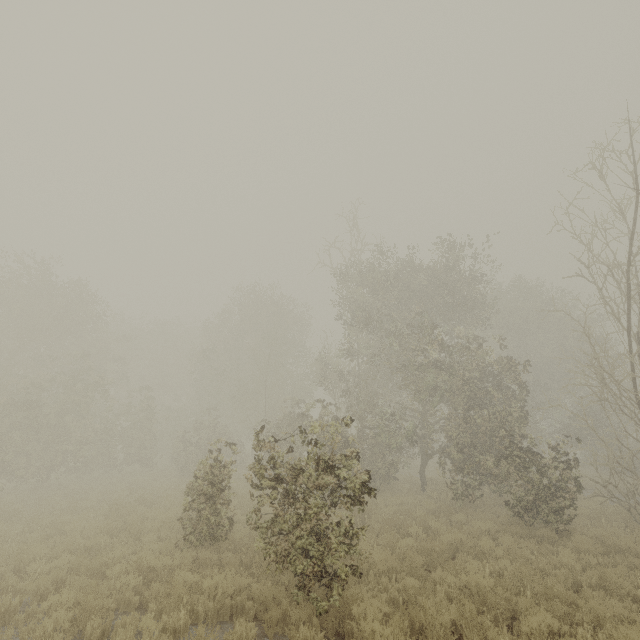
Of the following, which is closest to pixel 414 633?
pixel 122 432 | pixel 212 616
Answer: pixel 212 616
